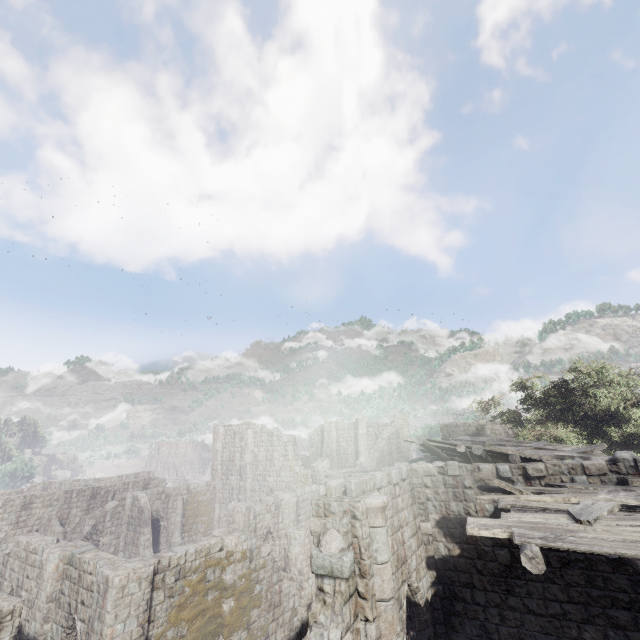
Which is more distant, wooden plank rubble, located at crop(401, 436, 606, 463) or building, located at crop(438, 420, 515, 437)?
building, located at crop(438, 420, 515, 437)

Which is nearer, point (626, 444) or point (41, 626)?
point (41, 626)

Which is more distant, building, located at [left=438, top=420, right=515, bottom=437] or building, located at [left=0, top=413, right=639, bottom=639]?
building, located at [left=438, top=420, right=515, bottom=437]

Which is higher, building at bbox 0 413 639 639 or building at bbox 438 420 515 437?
building at bbox 438 420 515 437

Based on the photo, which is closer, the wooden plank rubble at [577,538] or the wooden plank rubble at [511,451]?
the wooden plank rubble at [577,538]

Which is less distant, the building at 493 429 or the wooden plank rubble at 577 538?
the wooden plank rubble at 577 538

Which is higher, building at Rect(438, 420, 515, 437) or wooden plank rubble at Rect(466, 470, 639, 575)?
building at Rect(438, 420, 515, 437)

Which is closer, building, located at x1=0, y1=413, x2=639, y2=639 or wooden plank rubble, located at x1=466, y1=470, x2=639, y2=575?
wooden plank rubble, located at x1=466, y1=470, x2=639, y2=575
